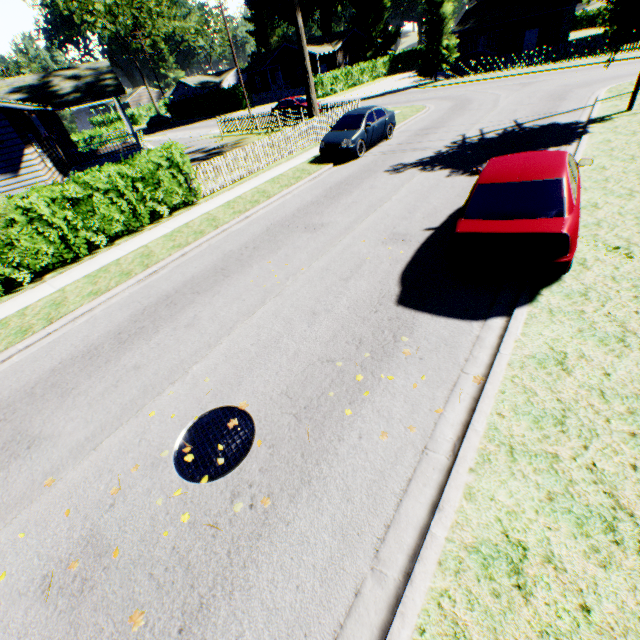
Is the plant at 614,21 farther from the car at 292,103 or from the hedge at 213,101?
the hedge at 213,101

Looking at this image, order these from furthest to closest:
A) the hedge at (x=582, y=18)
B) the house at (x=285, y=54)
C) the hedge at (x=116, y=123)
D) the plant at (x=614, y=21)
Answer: the hedge at (x=582, y=18), the house at (x=285, y=54), the hedge at (x=116, y=123), the plant at (x=614, y=21)

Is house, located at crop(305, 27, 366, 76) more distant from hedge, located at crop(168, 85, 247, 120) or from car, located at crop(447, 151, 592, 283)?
car, located at crop(447, 151, 592, 283)

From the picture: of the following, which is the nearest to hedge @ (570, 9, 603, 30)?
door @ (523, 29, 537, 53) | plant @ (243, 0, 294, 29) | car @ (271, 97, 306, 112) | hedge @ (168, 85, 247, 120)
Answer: door @ (523, 29, 537, 53)

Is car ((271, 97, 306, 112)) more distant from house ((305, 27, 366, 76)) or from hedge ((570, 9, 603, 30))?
hedge ((570, 9, 603, 30))

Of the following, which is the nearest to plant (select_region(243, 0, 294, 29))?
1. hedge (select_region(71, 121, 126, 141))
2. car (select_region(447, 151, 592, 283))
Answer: car (select_region(447, 151, 592, 283))

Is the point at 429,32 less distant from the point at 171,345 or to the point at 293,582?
the point at 171,345

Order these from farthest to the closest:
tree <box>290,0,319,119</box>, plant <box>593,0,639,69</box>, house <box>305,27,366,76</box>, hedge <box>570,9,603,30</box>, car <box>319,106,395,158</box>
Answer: hedge <box>570,9,603,30</box> < house <box>305,27,366,76</box> < tree <box>290,0,319,119</box> < car <box>319,106,395,158</box> < plant <box>593,0,639,69</box>
